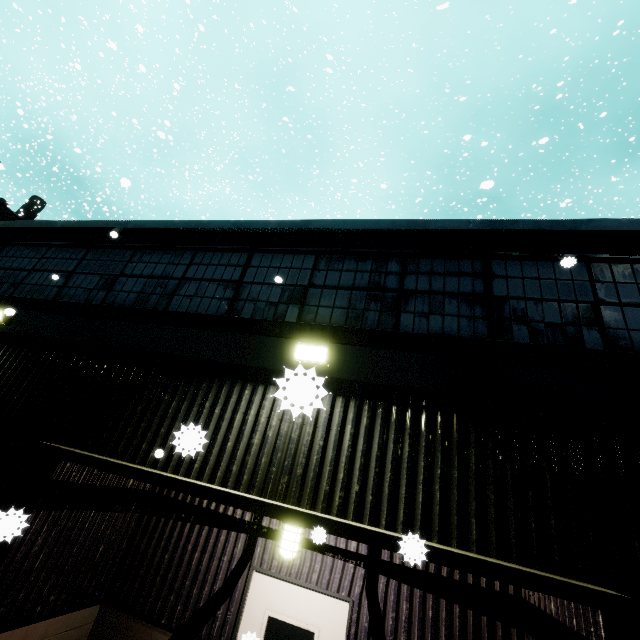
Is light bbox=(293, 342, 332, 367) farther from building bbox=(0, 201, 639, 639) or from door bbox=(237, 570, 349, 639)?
door bbox=(237, 570, 349, 639)

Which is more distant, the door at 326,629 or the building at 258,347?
the door at 326,629

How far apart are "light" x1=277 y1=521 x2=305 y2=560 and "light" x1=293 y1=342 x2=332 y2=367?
1.8 meters

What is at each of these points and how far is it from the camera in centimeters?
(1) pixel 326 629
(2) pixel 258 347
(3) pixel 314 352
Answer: (1) door, 441cm
(2) building, 458cm
(3) light, 414cm

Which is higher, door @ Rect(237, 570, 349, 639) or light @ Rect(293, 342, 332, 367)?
light @ Rect(293, 342, 332, 367)

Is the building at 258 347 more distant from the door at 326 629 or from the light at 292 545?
the light at 292 545

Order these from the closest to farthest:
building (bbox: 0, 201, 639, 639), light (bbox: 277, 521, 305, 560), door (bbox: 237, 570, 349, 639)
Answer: building (bbox: 0, 201, 639, 639), light (bbox: 277, 521, 305, 560), door (bbox: 237, 570, 349, 639)

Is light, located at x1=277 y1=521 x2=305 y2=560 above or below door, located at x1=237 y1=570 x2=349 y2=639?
above
